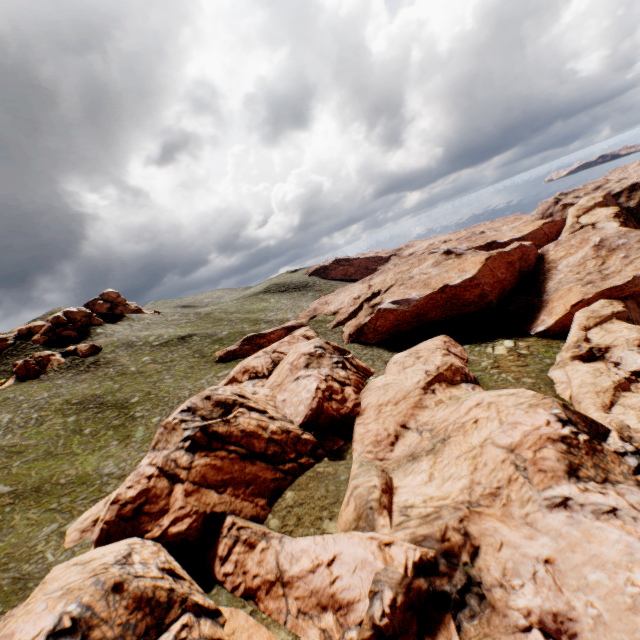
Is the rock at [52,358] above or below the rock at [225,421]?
above

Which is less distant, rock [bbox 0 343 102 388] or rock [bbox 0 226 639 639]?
rock [bbox 0 226 639 639]

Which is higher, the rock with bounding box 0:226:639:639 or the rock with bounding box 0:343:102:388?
the rock with bounding box 0:343:102:388

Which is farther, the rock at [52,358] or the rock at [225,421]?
the rock at [52,358]

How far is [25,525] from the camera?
25.45m
